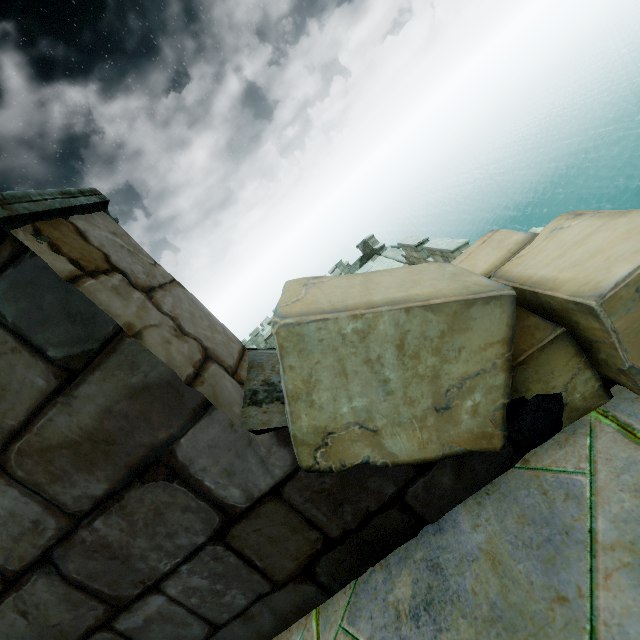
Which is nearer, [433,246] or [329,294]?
[329,294]
